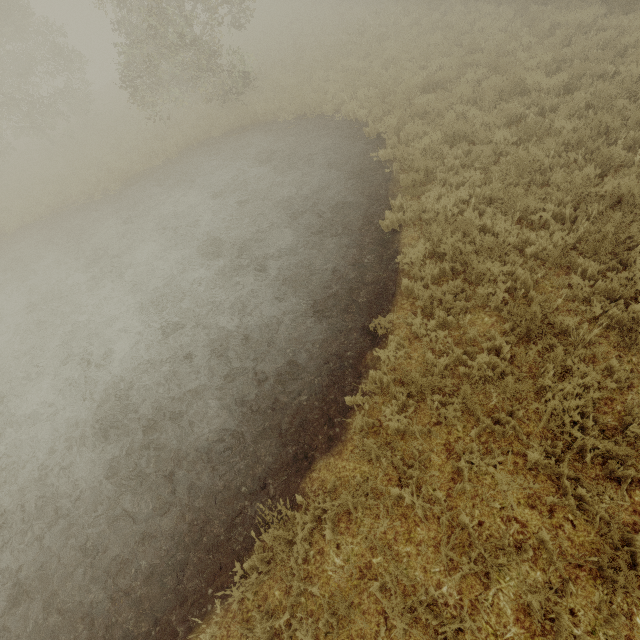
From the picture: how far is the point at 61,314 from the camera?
9.79m
